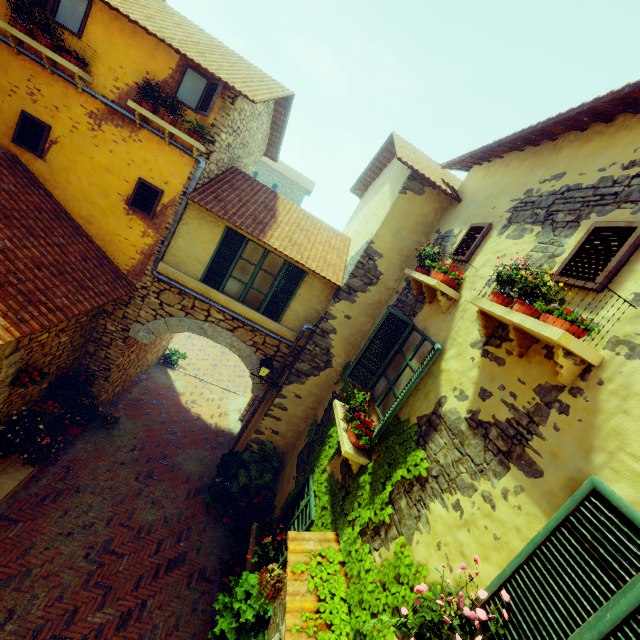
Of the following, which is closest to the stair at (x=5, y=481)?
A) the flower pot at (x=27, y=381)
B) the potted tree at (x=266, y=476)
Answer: the flower pot at (x=27, y=381)

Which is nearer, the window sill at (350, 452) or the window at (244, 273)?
the window sill at (350, 452)

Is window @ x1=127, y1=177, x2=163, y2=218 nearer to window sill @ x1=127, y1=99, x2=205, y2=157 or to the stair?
window sill @ x1=127, y1=99, x2=205, y2=157

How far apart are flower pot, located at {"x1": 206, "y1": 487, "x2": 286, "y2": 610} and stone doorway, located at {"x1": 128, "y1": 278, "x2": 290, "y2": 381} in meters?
3.0

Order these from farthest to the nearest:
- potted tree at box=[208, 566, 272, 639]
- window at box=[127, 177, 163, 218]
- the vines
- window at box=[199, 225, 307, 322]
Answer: window at box=[199, 225, 307, 322] < window at box=[127, 177, 163, 218] < potted tree at box=[208, 566, 272, 639] < the vines

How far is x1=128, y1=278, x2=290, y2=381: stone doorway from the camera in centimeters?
801cm

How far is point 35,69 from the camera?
6.5 meters

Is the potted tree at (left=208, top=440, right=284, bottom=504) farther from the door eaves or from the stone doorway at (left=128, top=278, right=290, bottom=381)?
the door eaves
